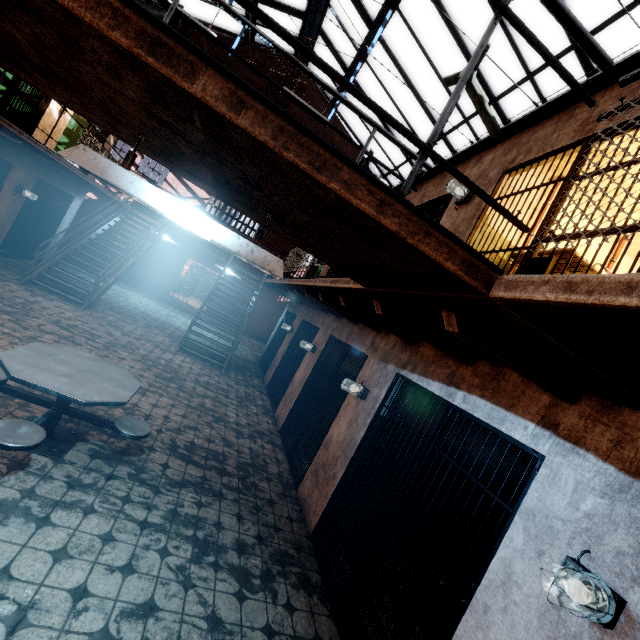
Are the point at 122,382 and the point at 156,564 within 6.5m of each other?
yes

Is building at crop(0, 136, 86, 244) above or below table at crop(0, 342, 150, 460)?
above

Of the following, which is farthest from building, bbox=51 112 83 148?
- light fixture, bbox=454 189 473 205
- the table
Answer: light fixture, bbox=454 189 473 205

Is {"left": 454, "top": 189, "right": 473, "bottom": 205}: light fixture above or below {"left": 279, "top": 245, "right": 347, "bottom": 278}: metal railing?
above

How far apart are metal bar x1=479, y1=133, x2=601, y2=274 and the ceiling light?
2.1 meters

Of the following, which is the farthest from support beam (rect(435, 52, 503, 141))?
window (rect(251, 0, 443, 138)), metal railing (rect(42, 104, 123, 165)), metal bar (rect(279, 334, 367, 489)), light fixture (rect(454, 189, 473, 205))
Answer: metal bar (rect(279, 334, 367, 489))

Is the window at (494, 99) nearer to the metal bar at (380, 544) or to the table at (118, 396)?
the metal bar at (380, 544)

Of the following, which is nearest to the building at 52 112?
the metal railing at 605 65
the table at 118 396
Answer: the metal railing at 605 65
